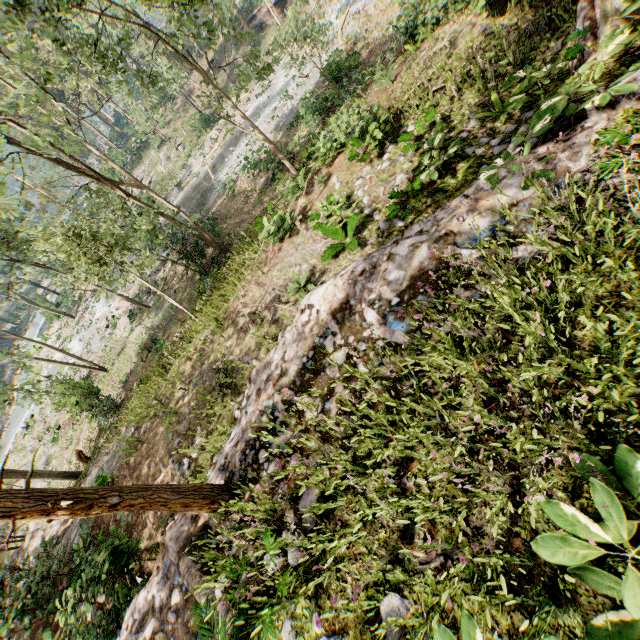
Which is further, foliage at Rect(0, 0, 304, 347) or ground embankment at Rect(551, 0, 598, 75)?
foliage at Rect(0, 0, 304, 347)

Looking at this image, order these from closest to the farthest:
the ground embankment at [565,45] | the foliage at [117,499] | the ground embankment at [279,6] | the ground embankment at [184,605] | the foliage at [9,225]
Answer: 1. the foliage at [117,499]
2. the ground embankment at [184,605]
3. the ground embankment at [565,45]
4. the foliage at [9,225]
5. the ground embankment at [279,6]

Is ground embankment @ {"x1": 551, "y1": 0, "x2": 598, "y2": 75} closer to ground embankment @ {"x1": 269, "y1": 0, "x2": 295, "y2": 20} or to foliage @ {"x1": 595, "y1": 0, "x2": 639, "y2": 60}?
foliage @ {"x1": 595, "y1": 0, "x2": 639, "y2": 60}

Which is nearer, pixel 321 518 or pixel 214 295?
pixel 321 518

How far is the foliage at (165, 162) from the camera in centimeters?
4138cm

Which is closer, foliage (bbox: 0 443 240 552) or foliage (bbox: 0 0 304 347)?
foliage (bbox: 0 443 240 552)

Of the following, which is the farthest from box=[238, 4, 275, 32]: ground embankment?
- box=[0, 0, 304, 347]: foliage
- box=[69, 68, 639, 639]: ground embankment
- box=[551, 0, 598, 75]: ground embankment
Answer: box=[69, 68, 639, 639]: ground embankment
